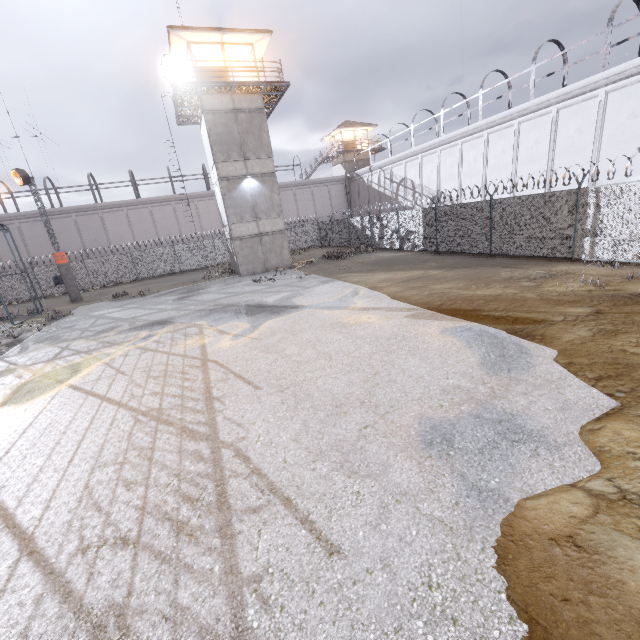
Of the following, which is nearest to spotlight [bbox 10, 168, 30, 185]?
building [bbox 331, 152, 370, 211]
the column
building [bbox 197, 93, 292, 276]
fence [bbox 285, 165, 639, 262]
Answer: fence [bbox 285, 165, 639, 262]

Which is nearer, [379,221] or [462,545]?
[462,545]

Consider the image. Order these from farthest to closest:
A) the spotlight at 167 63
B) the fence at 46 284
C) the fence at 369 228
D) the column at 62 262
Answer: the column at 62 262, the fence at 46 284, the spotlight at 167 63, the fence at 369 228

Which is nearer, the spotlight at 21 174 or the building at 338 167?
the spotlight at 21 174

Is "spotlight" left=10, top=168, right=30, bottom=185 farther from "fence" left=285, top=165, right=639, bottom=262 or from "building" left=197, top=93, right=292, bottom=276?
"building" left=197, top=93, right=292, bottom=276

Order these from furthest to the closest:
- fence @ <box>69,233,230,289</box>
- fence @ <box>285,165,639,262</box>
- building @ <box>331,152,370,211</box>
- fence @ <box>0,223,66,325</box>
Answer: building @ <box>331,152,370,211</box> → fence @ <box>69,233,230,289</box> → fence @ <box>0,223,66,325</box> → fence @ <box>285,165,639,262</box>

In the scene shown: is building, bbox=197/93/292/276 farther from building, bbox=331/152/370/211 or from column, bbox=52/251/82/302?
building, bbox=331/152/370/211

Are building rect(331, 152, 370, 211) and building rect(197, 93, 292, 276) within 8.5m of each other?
no
